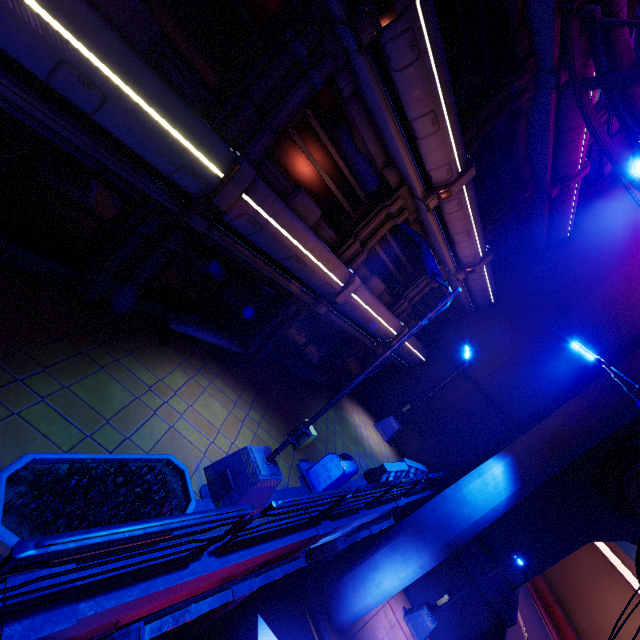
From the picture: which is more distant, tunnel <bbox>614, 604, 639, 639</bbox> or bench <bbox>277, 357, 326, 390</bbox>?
tunnel <bbox>614, 604, 639, 639</bbox>

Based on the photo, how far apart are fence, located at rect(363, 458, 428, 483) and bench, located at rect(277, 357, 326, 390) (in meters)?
3.73

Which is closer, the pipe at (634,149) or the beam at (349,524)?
the pipe at (634,149)

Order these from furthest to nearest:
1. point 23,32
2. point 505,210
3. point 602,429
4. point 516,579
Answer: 1. point 516,579
2. point 505,210
3. point 602,429
4. point 23,32

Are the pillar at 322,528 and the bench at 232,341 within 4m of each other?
no

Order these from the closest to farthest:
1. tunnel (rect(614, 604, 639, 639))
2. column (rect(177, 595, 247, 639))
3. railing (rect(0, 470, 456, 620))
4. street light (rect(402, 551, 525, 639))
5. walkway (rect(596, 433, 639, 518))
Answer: railing (rect(0, 470, 456, 620))
column (rect(177, 595, 247, 639))
walkway (rect(596, 433, 639, 518))
street light (rect(402, 551, 525, 639))
tunnel (rect(614, 604, 639, 639))

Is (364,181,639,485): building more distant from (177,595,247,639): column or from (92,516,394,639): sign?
(92,516,394,639): sign

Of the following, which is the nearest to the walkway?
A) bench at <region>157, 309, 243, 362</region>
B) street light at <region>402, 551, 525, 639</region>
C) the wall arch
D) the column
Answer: the wall arch
